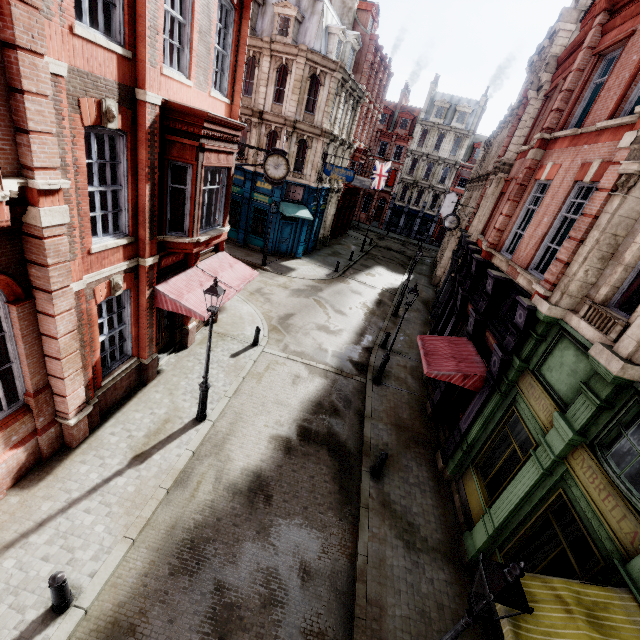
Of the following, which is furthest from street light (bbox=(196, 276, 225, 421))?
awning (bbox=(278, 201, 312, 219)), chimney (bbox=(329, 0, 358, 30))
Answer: chimney (bbox=(329, 0, 358, 30))

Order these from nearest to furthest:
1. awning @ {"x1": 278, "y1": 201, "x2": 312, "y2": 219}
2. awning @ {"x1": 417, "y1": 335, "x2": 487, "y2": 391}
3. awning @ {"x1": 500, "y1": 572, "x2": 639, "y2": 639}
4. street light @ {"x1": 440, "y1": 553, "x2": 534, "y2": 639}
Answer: street light @ {"x1": 440, "y1": 553, "x2": 534, "y2": 639}, awning @ {"x1": 500, "y1": 572, "x2": 639, "y2": 639}, awning @ {"x1": 417, "y1": 335, "x2": 487, "y2": 391}, awning @ {"x1": 278, "y1": 201, "x2": 312, "y2": 219}

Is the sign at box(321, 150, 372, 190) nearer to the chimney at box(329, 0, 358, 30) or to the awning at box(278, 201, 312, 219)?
the awning at box(278, 201, 312, 219)

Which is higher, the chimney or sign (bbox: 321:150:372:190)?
the chimney

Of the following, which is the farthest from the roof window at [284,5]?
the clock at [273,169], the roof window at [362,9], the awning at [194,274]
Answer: the awning at [194,274]

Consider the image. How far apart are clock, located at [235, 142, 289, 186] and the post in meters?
12.5

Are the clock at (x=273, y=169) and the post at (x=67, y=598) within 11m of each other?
no

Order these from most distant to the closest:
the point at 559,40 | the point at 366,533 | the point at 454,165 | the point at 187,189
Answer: the point at 454,165 < the point at 559,40 < the point at 187,189 < the point at 366,533
